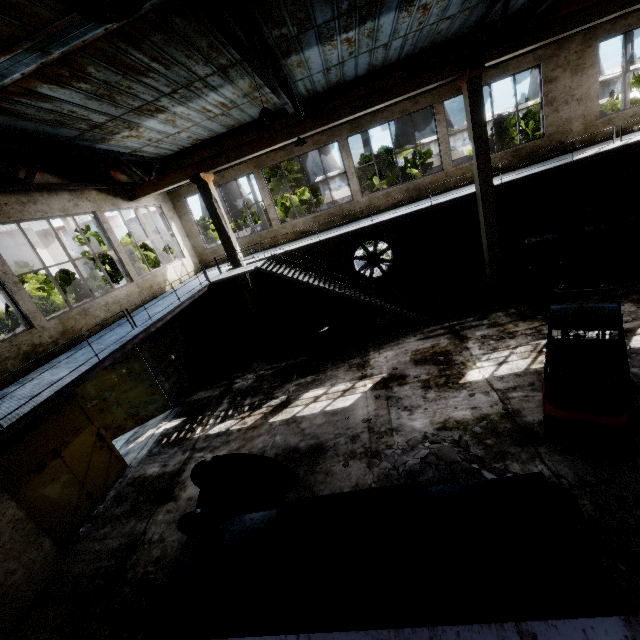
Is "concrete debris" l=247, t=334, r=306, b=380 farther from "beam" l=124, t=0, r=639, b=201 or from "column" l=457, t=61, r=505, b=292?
"beam" l=124, t=0, r=639, b=201

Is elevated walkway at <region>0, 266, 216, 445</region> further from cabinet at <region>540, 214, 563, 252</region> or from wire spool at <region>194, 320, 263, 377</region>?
cabinet at <region>540, 214, 563, 252</region>

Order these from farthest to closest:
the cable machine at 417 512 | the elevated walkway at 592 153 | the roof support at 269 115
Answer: the elevated walkway at 592 153, the roof support at 269 115, the cable machine at 417 512

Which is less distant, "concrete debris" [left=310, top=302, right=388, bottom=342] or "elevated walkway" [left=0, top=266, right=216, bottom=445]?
"elevated walkway" [left=0, top=266, right=216, bottom=445]

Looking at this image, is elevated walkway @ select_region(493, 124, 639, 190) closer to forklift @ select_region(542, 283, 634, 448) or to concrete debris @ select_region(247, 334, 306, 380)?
concrete debris @ select_region(247, 334, 306, 380)

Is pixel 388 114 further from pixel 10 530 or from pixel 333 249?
pixel 10 530

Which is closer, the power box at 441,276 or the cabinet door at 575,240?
the cabinet door at 575,240

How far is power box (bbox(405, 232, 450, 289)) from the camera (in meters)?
14.87
